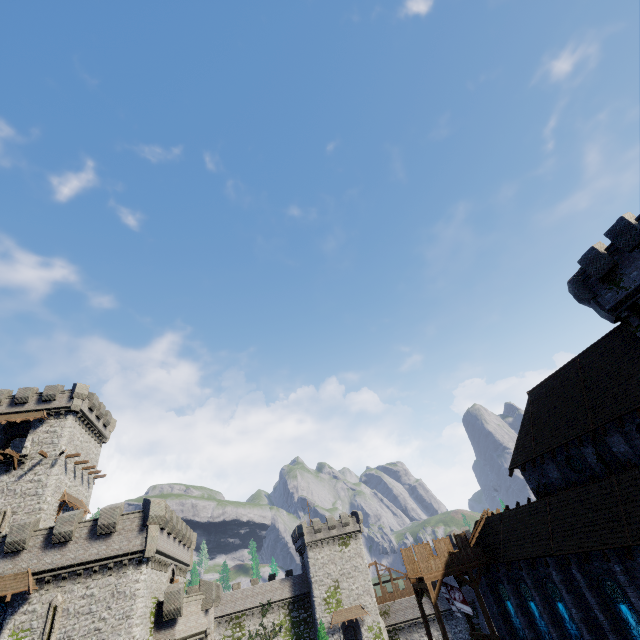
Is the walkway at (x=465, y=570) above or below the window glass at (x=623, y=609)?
above

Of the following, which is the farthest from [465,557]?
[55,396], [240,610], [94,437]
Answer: [55,396]

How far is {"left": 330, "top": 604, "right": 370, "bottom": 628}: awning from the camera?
47.84m

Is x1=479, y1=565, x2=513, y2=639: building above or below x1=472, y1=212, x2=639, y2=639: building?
below

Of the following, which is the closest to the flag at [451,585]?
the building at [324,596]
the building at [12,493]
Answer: the building at [324,596]

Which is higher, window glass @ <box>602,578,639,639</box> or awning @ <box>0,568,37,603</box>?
awning @ <box>0,568,37,603</box>

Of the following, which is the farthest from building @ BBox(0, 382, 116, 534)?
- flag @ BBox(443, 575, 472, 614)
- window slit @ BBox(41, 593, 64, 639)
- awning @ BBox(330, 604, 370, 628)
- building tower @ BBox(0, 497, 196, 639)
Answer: awning @ BBox(330, 604, 370, 628)

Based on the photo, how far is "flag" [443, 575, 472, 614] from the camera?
24.97m
